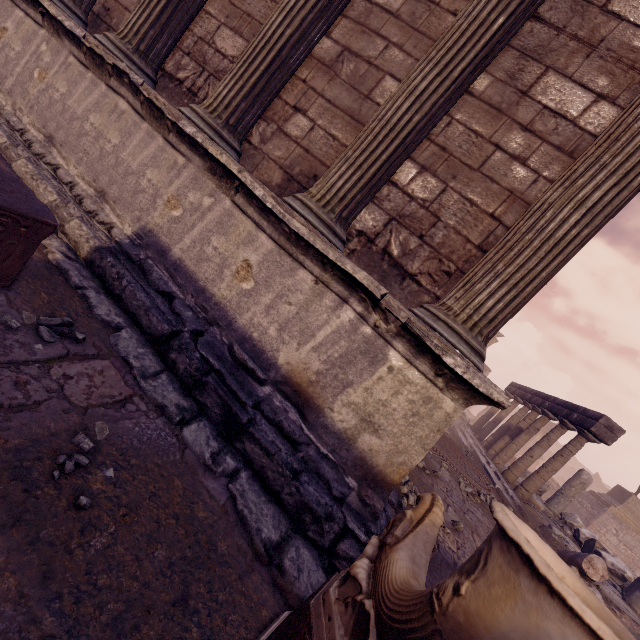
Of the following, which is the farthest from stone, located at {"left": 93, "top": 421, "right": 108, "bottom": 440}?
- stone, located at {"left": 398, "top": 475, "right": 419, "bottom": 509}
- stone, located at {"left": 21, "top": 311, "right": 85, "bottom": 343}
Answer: stone, located at {"left": 398, "top": 475, "right": 419, "bottom": 509}

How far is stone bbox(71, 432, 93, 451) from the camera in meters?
1.5 m

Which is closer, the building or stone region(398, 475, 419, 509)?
the building

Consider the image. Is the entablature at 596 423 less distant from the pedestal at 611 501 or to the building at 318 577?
the building at 318 577

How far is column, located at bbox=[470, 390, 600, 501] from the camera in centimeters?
875cm

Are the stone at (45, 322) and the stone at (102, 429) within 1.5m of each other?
yes

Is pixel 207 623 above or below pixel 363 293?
below
